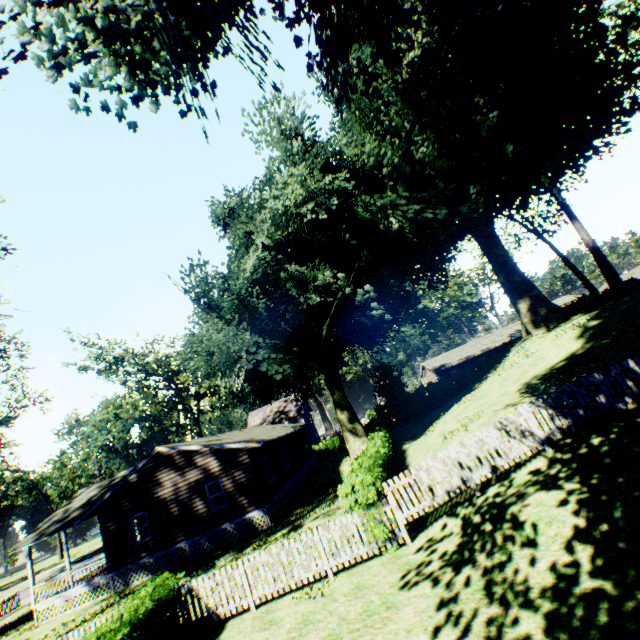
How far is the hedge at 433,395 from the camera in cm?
4219

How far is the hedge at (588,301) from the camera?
23.03m

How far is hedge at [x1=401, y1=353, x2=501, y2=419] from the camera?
42.2m

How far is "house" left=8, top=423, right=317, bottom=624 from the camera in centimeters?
1895cm

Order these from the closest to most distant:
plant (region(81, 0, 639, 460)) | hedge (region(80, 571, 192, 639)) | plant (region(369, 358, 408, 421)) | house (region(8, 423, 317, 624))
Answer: hedge (region(80, 571, 192, 639)), plant (region(81, 0, 639, 460)), house (region(8, 423, 317, 624)), plant (region(369, 358, 408, 421))

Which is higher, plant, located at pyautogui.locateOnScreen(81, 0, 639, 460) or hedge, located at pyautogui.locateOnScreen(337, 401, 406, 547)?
plant, located at pyautogui.locateOnScreen(81, 0, 639, 460)

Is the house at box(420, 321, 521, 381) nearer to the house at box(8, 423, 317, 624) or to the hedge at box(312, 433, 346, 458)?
the hedge at box(312, 433, 346, 458)

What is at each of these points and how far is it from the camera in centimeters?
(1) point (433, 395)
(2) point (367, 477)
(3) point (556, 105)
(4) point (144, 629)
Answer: (1) hedge, 4288cm
(2) hedge, 1053cm
(3) plant, 1606cm
(4) hedge, 832cm
